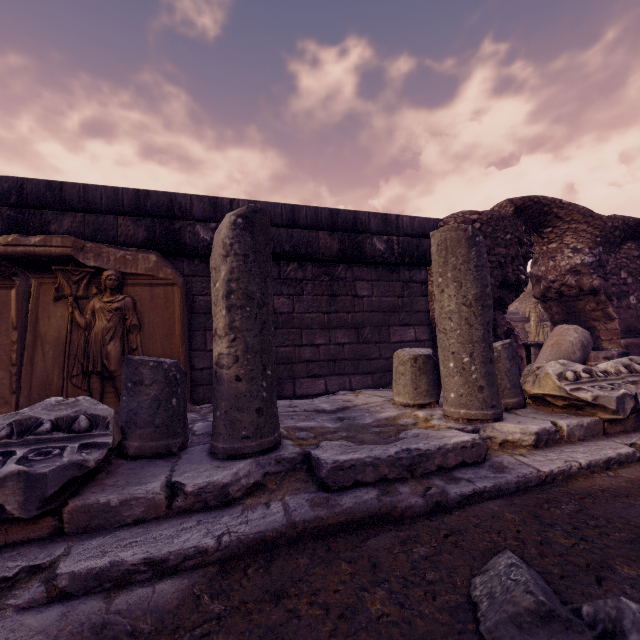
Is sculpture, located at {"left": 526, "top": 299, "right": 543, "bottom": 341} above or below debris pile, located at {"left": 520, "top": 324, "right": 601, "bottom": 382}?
above

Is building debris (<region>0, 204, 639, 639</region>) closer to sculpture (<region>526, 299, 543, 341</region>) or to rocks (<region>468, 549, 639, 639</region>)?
rocks (<region>468, 549, 639, 639</region>)

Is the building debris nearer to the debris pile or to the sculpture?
the debris pile

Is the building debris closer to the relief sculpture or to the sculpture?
the relief sculpture

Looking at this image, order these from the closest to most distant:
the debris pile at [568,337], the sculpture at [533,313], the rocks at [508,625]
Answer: the rocks at [508,625], the debris pile at [568,337], the sculpture at [533,313]

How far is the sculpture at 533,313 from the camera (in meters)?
11.63

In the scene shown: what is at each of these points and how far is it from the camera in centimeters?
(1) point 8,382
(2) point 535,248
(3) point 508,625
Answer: (1) relief sculpture, 332cm
(2) wall arch, 666cm
(3) rocks, 77cm

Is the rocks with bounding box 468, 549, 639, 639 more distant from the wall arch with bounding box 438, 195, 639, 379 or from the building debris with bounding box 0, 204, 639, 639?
the wall arch with bounding box 438, 195, 639, 379
